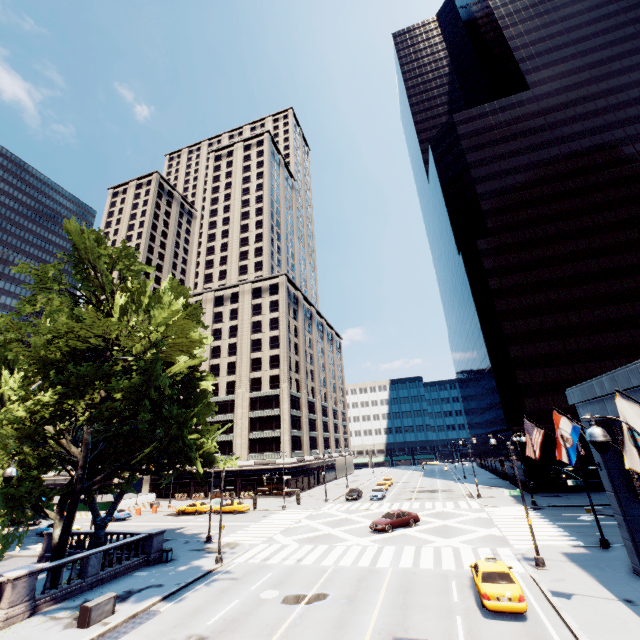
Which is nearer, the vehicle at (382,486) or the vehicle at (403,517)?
the vehicle at (403,517)

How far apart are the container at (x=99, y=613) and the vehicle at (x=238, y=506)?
28.3 meters

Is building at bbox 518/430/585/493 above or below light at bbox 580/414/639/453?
below

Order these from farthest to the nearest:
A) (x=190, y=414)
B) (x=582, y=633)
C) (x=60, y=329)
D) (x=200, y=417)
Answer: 1. (x=200, y=417)
2. (x=190, y=414)
3. (x=60, y=329)
4. (x=582, y=633)

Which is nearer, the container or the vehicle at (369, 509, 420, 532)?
the container

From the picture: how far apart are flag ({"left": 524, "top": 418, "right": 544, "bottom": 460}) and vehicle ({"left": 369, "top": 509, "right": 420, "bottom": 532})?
14.8 meters

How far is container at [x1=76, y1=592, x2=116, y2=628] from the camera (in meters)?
15.29

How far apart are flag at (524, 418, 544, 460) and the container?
24.5 meters
